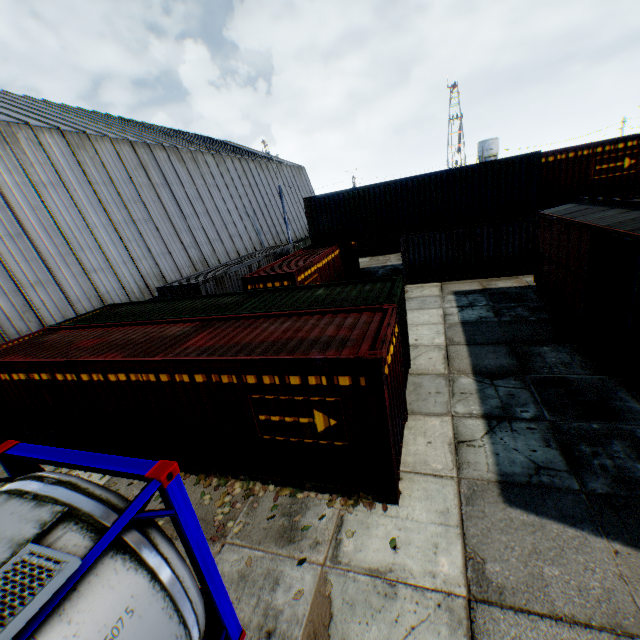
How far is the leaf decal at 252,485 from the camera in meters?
6.0 m

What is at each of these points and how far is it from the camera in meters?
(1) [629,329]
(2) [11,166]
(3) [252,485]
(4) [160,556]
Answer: (1) train, 7.6
(2) building, 14.3
(3) leaf decal, 6.8
(4) tank container, 3.3

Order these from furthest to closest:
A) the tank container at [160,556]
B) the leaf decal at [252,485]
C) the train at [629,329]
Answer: the train at [629,329]
the leaf decal at [252,485]
the tank container at [160,556]

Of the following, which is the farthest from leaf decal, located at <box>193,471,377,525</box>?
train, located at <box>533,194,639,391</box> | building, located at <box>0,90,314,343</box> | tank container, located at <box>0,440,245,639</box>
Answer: building, located at <box>0,90,314,343</box>

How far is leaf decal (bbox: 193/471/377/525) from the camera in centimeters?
600cm

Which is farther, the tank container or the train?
the train

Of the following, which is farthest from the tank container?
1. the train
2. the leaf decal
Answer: the train

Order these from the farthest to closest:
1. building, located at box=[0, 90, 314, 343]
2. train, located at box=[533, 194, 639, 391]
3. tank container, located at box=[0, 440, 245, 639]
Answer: building, located at box=[0, 90, 314, 343], train, located at box=[533, 194, 639, 391], tank container, located at box=[0, 440, 245, 639]
